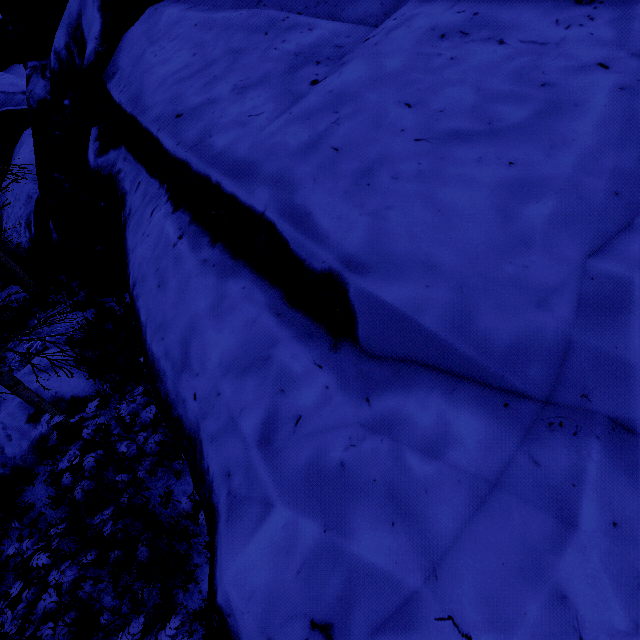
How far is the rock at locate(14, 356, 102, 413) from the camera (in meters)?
6.77

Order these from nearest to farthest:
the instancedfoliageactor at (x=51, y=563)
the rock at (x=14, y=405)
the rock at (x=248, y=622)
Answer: the rock at (x=248, y=622) < the instancedfoliageactor at (x=51, y=563) < the rock at (x=14, y=405)

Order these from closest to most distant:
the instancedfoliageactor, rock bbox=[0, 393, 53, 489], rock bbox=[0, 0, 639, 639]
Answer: rock bbox=[0, 0, 639, 639], the instancedfoliageactor, rock bbox=[0, 393, 53, 489]

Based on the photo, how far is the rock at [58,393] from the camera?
6.77m

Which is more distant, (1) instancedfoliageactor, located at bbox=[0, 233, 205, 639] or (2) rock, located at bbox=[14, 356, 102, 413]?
(2) rock, located at bbox=[14, 356, 102, 413]

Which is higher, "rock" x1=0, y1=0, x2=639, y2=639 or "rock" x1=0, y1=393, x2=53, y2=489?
"rock" x1=0, y1=0, x2=639, y2=639

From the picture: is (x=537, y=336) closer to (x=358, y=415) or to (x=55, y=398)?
(x=358, y=415)

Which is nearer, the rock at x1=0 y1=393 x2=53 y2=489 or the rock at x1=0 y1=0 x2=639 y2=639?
the rock at x1=0 y1=0 x2=639 y2=639
